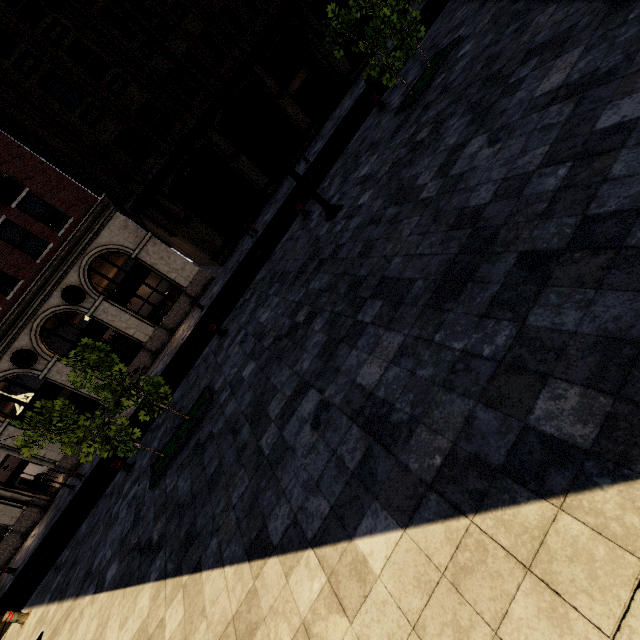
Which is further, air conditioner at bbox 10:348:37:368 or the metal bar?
air conditioner at bbox 10:348:37:368

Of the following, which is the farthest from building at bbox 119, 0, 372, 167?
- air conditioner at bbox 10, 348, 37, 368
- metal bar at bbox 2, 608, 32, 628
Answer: metal bar at bbox 2, 608, 32, 628

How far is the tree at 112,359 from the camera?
7.0m

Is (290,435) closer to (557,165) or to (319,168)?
(557,165)

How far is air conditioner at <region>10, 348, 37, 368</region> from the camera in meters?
16.3 m

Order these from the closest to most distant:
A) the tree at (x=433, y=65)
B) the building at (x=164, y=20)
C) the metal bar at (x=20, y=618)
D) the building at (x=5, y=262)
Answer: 1. the tree at (x=433, y=65)
2. the metal bar at (x=20, y=618)
3. the building at (x=5, y=262)
4. the building at (x=164, y=20)

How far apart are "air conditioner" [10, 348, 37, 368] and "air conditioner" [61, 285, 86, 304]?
2.9m

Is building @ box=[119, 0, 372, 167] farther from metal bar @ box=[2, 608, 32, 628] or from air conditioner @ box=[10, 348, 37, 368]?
metal bar @ box=[2, 608, 32, 628]
